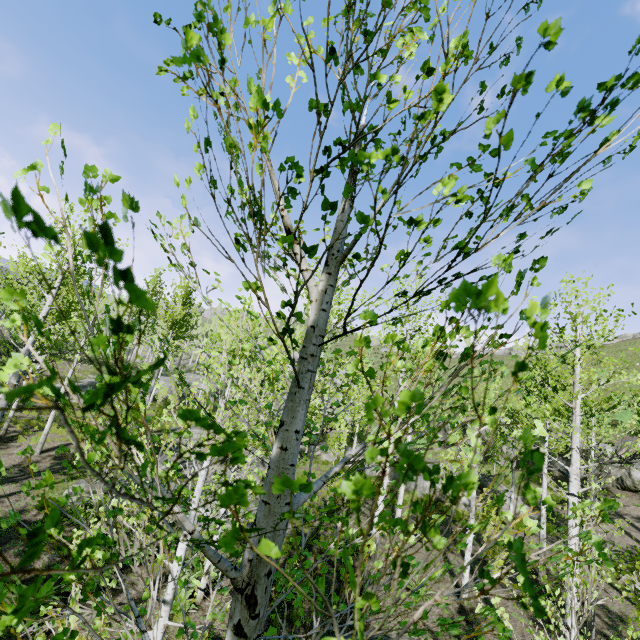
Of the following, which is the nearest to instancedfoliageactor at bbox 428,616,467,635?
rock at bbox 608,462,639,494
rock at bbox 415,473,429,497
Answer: rock at bbox 415,473,429,497

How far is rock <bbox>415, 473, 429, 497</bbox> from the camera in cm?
2245

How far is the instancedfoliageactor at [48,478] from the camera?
1.3m

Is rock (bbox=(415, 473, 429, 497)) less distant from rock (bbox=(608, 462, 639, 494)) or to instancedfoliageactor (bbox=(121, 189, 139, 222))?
instancedfoliageactor (bbox=(121, 189, 139, 222))

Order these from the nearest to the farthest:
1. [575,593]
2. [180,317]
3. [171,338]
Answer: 1. [575,593]
2. [180,317]
3. [171,338]

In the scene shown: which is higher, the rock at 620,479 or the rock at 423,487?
the rock at 620,479

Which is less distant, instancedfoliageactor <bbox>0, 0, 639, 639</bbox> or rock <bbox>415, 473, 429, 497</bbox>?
instancedfoliageactor <bbox>0, 0, 639, 639</bbox>

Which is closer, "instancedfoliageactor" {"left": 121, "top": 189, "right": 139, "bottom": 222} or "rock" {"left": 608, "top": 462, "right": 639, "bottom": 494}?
"instancedfoliageactor" {"left": 121, "top": 189, "right": 139, "bottom": 222}
